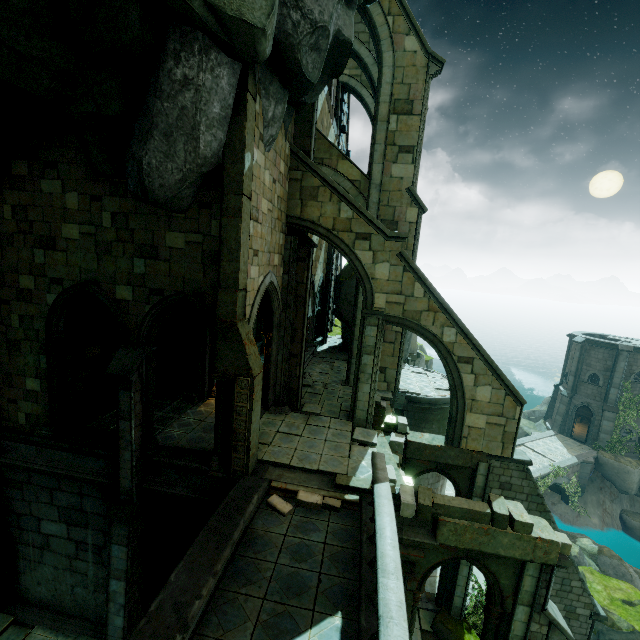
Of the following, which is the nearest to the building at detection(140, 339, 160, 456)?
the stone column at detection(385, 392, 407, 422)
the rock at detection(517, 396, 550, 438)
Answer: the stone column at detection(385, 392, 407, 422)

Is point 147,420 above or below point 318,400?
above

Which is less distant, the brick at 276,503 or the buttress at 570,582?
the brick at 276,503

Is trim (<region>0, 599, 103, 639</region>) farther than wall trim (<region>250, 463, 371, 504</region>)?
Yes

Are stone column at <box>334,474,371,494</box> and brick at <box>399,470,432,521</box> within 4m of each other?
yes

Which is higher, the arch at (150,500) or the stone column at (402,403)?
the stone column at (402,403)

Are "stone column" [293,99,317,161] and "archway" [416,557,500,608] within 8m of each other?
no

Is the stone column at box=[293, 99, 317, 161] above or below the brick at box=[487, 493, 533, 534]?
above
